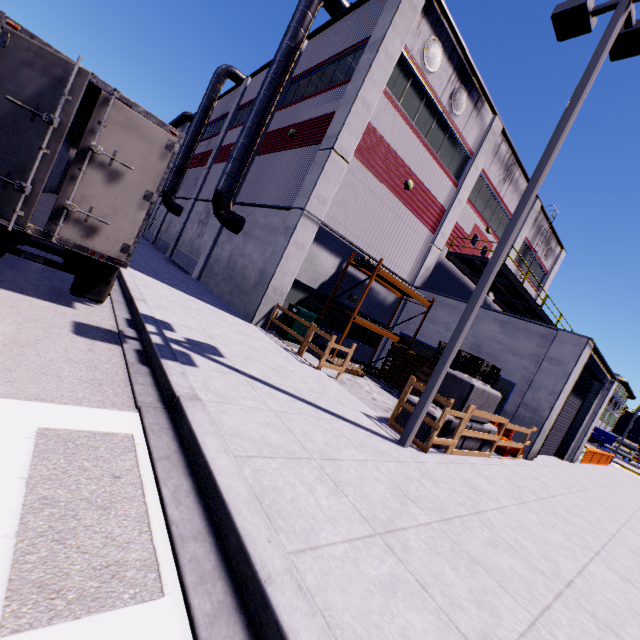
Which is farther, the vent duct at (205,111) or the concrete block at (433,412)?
the vent duct at (205,111)

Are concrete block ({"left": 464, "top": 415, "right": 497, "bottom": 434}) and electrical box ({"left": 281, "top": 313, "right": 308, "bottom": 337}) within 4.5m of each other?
no

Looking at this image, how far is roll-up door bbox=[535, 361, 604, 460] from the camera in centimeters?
1422cm

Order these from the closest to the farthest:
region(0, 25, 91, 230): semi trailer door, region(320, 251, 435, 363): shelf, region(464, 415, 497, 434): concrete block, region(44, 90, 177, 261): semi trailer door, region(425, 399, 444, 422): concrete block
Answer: region(0, 25, 91, 230): semi trailer door, region(44, 90, 177, 261): semi trailer door, region(425, 399, 444, 422): concrete block, region(464, 415, 497, 434): concrete block, region(320, 251, 435, 363): shelf

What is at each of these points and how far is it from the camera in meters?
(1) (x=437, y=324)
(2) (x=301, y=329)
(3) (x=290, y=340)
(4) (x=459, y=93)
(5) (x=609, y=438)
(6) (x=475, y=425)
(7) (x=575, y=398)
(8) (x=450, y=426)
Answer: (1) building, 15.9
(2) electrical box, 12.8
(3) electrical box, 12.7
(4) vent, 15.2
(5) tarp, 52.4
(6) concrete block, 8.6
(7) roll-up door, 15.0
(8) concrete block, 7.7

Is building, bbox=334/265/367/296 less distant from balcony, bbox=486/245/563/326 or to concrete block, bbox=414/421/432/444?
balcony, bbox=486/245/563/326

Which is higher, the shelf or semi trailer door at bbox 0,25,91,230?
the shelf

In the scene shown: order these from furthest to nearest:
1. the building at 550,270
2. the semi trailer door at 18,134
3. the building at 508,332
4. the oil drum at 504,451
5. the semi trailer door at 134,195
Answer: the building at 550,270
the building at 508,332
the oil drum at 504,451
the semi trailer door at 134,195
the semi trailer door at 18,134
